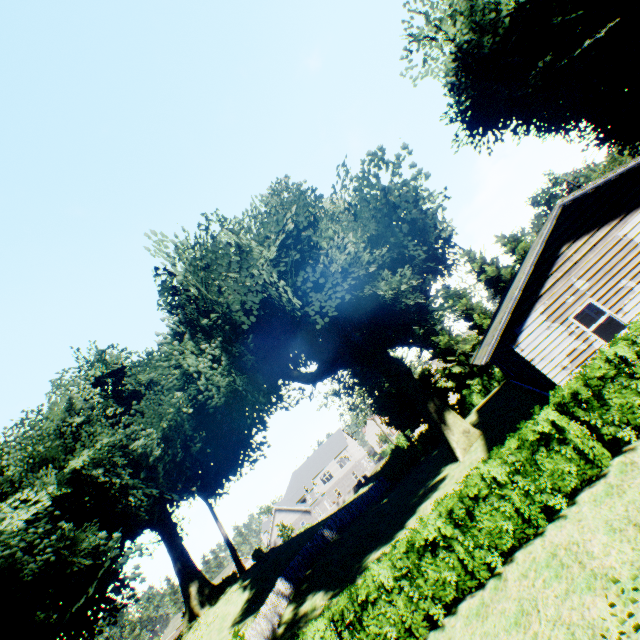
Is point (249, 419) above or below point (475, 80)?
below

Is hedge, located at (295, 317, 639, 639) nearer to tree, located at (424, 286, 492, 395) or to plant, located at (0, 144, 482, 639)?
plant, located at (0, 144, 482, 639)

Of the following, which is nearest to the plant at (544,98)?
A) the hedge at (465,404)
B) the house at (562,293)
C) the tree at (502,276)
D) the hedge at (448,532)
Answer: the tree at (502,276)

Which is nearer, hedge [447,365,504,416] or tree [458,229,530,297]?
hedge [447,365,504,416]

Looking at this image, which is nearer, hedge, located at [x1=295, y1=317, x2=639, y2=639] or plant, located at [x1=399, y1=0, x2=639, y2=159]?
hedge, located at [x1=295, y1=317, x2=639, y2=639]

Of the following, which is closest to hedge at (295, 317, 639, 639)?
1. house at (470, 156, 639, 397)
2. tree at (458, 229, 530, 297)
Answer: house at (470, 156, 639, 397)

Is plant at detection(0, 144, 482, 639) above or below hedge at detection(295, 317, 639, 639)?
above

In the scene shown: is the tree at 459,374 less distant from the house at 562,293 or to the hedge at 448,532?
the house at 562,293
